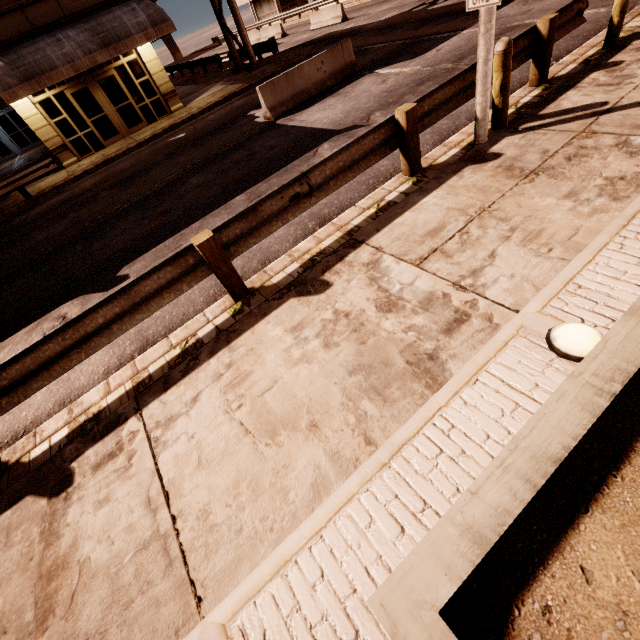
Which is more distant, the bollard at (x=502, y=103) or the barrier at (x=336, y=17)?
the barrier at (x=336, y=17)

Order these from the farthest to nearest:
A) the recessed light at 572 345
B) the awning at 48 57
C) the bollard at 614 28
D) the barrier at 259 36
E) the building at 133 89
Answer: the barrier at 259 36 < the building at 133 89 < the awning at 48 57 < the bollard at 614 28 < the recessed light at 572 345

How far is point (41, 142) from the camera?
30.05m

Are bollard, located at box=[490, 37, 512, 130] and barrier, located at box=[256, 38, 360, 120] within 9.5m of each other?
yes

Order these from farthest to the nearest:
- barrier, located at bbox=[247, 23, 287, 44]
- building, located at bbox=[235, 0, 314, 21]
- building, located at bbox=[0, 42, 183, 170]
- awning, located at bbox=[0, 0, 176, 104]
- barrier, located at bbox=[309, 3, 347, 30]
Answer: building, located at bbox=[235, 0, 314, 21], barrier, located at bbox=[247, 23, 287, 44], barrier, located at bbox=[309, 3, 347, 30], building, located at bbox=[0, 42, 183, 170], awning, located at bbox=[0, 0, 176, 104]

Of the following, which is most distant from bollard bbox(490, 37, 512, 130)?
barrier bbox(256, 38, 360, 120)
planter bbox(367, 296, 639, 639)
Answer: barrier bbox(256, 38, 360, 120)

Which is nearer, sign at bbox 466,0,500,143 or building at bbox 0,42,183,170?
sign at bbox 466,0,500,143

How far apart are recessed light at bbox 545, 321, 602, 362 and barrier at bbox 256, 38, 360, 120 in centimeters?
1099cm
